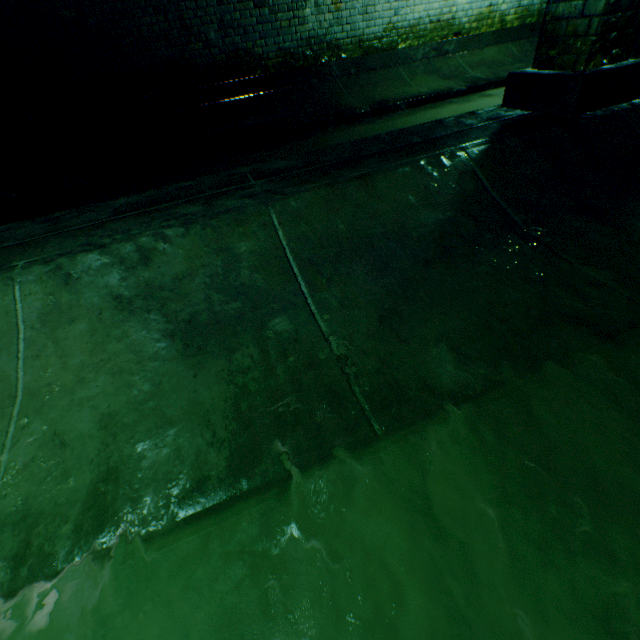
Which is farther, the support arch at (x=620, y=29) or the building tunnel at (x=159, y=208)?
the support arch at (x=620, y=29)

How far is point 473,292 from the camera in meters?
1.5

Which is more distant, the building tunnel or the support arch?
the support arch
